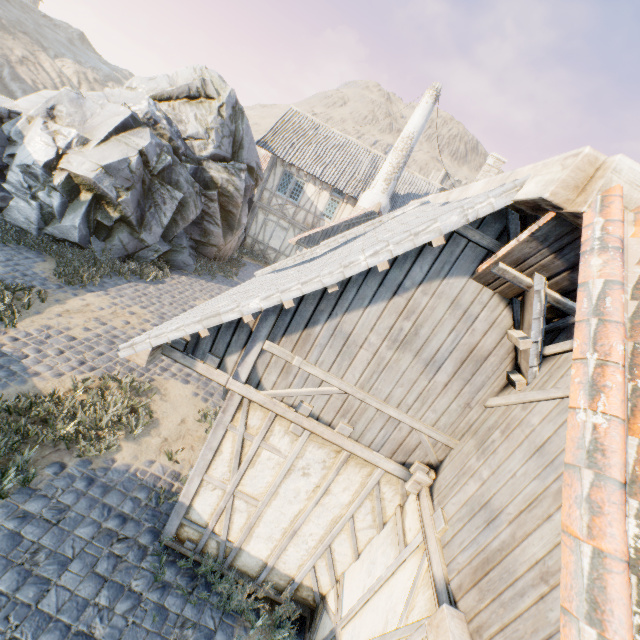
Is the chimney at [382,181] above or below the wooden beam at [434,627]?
above

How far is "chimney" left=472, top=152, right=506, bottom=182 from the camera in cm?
2762

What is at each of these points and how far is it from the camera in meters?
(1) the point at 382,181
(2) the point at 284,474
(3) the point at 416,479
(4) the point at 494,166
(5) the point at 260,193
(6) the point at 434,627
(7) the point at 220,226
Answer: (1) chimney, 16.9
(2) building, 3.9
(3) wooden beam, 3.3
(4) chimney, 27.9
(5) building, 19.0
(6) wooden beam, 2.2
(7) rock, 14.4

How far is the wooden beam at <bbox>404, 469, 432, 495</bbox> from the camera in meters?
3.3

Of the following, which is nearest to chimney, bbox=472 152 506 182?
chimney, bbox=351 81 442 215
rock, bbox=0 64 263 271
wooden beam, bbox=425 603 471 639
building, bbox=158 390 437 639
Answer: chimney, bbox=351 81 442 215

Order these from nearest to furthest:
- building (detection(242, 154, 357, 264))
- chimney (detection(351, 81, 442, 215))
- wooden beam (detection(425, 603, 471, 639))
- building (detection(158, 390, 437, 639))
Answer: wooden beam (detection(425, 603, 471, 639))
building (detection(158, 390, 437, 639))
chimney (detection(351, 81, 442, 215))
building (detection(242, 154, 357, 264))

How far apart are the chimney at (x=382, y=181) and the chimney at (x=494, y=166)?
14.4m

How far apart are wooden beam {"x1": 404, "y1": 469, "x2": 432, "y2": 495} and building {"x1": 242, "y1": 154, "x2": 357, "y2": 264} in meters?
17.1
